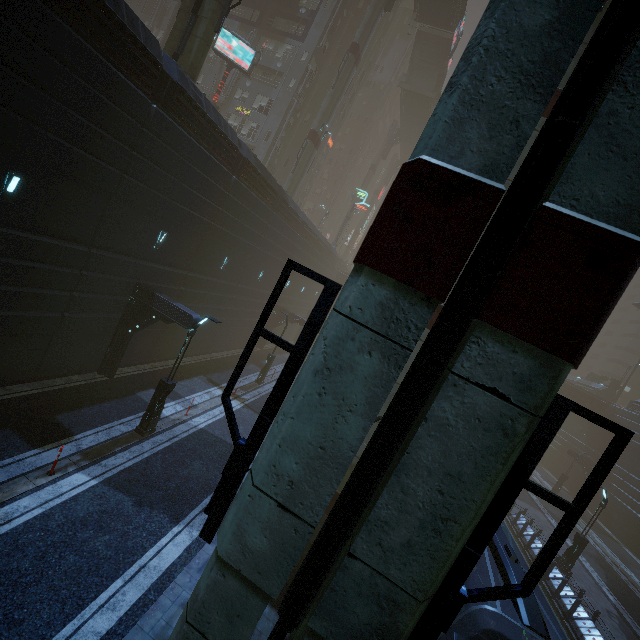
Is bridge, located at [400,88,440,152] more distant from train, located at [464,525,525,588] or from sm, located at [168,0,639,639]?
train, located at [464,525,525,588]

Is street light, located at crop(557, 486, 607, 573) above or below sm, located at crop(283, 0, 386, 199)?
below

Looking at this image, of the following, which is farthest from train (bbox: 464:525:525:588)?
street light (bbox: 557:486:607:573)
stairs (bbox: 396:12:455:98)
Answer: stairs (bbox: 396:12:455:98)

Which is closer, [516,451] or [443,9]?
[516,451]

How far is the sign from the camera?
26.75m

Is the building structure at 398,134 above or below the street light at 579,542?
above

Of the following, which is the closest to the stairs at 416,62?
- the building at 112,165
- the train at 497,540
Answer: the building at 112,165

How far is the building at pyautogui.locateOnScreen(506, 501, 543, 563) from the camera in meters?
19.2 m
